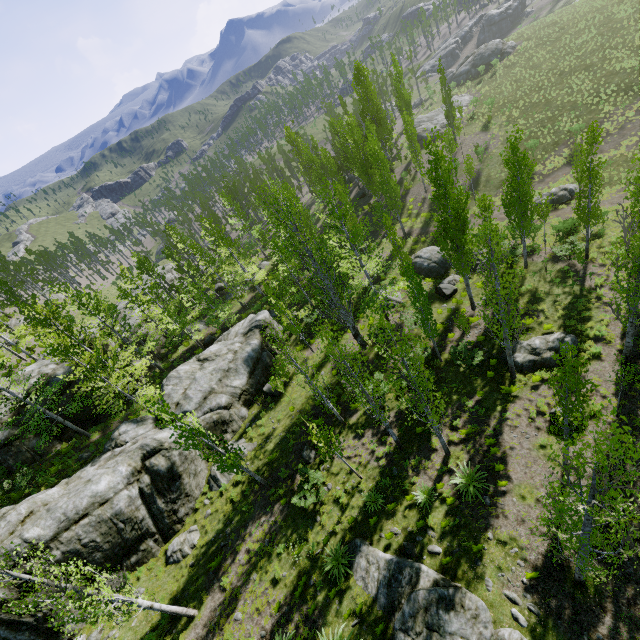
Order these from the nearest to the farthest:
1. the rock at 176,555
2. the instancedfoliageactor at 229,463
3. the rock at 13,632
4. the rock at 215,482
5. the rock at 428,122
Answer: the rock at 13,632 < the instancedfoliageactor at 229,463 < the rock at 176,555 < the rock at 215,482 < the rock at 428,122

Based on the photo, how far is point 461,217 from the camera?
19.44m

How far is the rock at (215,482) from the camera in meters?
19.7

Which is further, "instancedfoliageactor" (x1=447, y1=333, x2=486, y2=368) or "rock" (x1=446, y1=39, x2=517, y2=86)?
"rock" (x1=446, y1=39, x2=517, y2=86)

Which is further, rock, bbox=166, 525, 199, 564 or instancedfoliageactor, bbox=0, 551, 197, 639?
rock, bbox=166, 525, 199, 564

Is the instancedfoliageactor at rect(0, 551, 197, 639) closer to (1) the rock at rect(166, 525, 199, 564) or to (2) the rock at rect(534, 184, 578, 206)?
(1) the rock at rect(166, 525, 199, 564)

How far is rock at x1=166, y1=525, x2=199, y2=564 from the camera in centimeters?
1703cm

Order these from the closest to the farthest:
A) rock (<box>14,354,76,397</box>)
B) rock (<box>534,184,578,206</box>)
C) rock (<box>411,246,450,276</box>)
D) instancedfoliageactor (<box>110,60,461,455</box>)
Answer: instancedfoliageactor (<box>110,60,461,455</box>) < rock (<box>14,354,76,397</box>) < rock (<box>534,184,578,206</box>) < rock (<box>411,246,450,276</box>)
